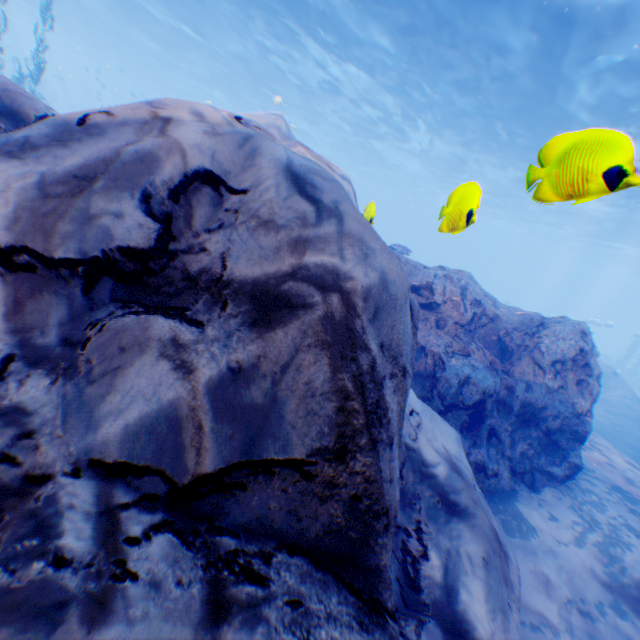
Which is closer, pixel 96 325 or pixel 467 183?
pixel 96 325

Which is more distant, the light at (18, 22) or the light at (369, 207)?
the light at (18, 22)

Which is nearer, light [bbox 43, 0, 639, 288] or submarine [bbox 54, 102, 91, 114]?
light [bbox 43, 0, 639, 288]

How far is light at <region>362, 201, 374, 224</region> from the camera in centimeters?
429cm

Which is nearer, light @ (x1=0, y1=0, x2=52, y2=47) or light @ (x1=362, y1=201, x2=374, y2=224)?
light @ (x1=362, y1=201, x2=374, y2=224)

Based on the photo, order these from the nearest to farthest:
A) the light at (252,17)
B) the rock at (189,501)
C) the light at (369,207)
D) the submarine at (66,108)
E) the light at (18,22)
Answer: the rock at (189,501), the light at (369,207), the light at (252,17), the light at (18,22), the submarine at (66,108)
